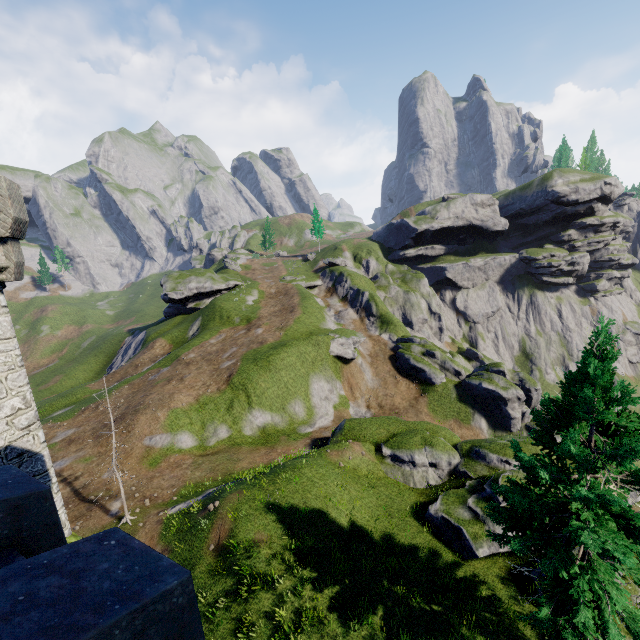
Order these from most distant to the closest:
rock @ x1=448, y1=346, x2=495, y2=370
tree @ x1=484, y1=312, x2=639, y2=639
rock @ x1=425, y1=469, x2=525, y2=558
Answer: rock @ x1=448, y1=346, x2=495, y2=370 < rock @ x1=425, y1=469, x2=525, y2=558 < tree @ x1=484, y1=312, x2=639, y2=639

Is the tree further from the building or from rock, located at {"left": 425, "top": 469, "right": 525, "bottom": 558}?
the building

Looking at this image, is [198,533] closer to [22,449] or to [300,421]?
[22,449]

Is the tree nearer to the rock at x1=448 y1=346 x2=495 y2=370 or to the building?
the building

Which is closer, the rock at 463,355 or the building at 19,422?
the building at 19,422

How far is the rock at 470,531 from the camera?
15.8m

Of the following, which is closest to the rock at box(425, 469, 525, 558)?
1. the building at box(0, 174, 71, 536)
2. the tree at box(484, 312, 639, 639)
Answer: the tree at box(484, 312, 639, 639)
